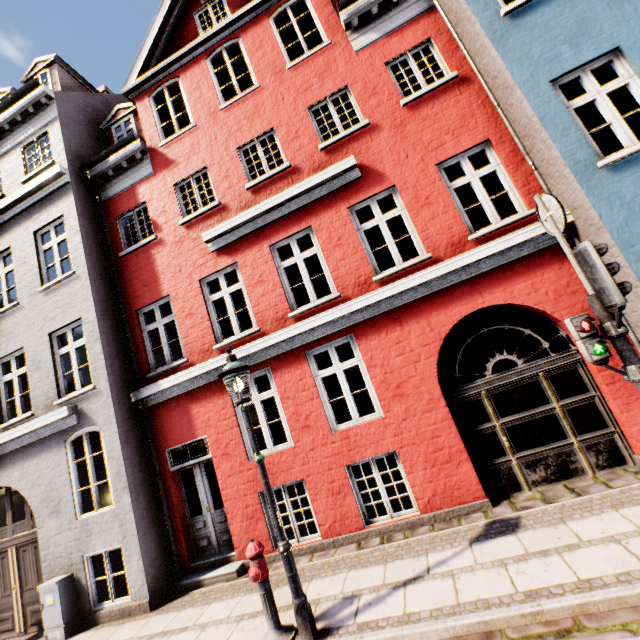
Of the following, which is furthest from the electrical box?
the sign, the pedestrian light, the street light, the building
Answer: the sign

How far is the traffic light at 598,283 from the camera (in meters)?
3.33

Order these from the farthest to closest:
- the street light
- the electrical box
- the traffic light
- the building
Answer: the electrical box < the building < the street light < the traffic light

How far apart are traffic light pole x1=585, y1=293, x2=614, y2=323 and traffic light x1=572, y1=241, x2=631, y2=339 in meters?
0.0

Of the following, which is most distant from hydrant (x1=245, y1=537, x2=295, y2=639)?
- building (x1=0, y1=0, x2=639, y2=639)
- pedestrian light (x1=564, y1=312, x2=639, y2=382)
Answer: pedestrian light (x1=564, y1=312, x2=639, y2=382)

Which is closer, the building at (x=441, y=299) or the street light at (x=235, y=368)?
the street light at (x=235, y=368)

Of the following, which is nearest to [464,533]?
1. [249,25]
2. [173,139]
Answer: [173,139]

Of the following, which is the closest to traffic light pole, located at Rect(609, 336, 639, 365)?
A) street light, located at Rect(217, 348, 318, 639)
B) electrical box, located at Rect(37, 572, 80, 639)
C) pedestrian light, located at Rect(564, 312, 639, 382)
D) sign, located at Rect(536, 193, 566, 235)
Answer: pedestrian light, located at Rect(564, 312, 639, 382)
